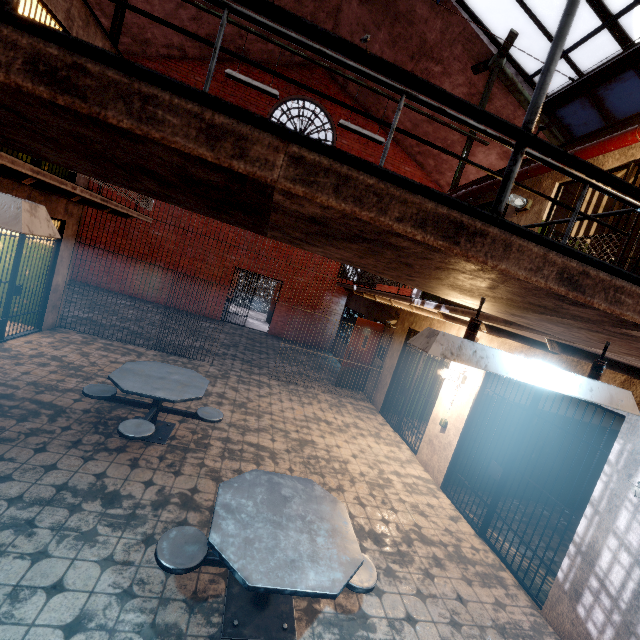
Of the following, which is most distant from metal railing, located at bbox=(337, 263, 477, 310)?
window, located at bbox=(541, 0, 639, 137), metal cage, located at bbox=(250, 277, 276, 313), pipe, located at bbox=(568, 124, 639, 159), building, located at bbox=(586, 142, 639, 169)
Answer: metal cage, located at bbox=(250, 277, 276, 313)

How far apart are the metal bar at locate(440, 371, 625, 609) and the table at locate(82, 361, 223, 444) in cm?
387

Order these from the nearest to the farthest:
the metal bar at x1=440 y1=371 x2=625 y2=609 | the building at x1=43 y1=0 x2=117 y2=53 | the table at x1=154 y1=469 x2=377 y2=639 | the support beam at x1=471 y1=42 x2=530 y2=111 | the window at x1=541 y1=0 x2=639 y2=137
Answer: the table at x1=154 y1=469 x2=377 y2=639 → the metal bar at x1=440 y1=371 x2=625 y2=609 → the building at x1=43 y1=0 x2=117 y2=53 → the window at x1=541 y1=0 x2=639 y2=137 → the support beam at x1=471 y1=42 x2=530 y2=111

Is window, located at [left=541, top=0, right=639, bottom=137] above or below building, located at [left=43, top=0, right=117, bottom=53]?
above

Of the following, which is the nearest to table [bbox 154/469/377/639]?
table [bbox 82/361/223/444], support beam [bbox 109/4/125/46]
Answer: table [bbox 82/361/223/444]

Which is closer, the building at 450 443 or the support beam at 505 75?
the building at 450 443

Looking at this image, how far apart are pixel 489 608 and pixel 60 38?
5.1m

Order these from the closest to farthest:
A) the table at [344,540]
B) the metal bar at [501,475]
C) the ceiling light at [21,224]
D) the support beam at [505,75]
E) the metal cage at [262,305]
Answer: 1. the ceiling light at [21,224]
2. the table at [344,540]
3. the metal bar at [501,475]
4. the support beam at [505,75]
5. the metal cage at [262,305]
